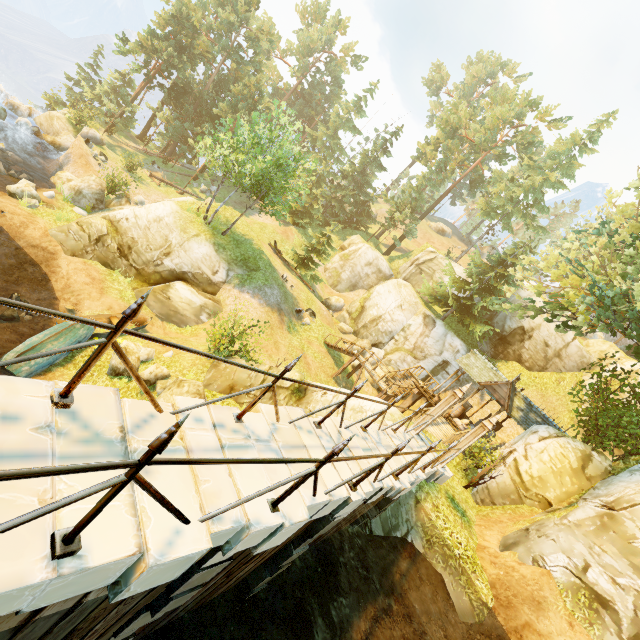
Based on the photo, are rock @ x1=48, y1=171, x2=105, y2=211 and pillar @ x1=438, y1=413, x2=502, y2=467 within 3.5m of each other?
no

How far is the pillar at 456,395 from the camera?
11.4m

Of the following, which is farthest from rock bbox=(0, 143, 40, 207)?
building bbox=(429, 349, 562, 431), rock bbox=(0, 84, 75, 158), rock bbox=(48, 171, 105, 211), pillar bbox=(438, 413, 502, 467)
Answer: building bbox=(429, 349, 562, 431)

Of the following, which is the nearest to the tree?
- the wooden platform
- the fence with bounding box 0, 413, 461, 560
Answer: the wooden platform

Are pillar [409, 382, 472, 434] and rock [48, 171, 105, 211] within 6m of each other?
no

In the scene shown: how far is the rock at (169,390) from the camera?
11.0m

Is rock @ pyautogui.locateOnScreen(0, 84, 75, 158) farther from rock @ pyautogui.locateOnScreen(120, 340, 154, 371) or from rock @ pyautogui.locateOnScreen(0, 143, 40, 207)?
rock @ pyautogui.locateOnScreen(120, 340, 154, 371)

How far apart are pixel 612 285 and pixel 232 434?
16.79m
